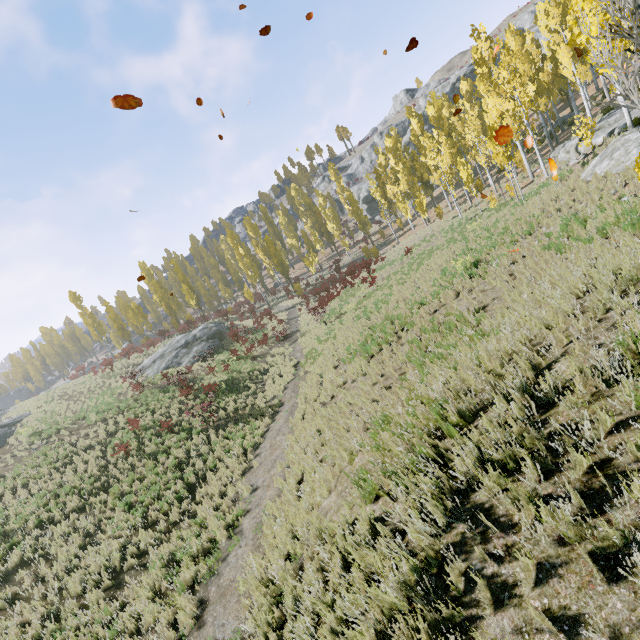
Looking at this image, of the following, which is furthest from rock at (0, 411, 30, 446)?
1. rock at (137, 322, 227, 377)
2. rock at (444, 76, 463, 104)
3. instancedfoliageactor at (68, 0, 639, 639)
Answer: rock at (444, 76, 463, 104)

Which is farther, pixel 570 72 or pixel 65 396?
pixel 65 396

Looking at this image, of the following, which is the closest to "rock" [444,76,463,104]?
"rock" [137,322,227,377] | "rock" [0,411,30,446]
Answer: "rock" [137,322,227,377]

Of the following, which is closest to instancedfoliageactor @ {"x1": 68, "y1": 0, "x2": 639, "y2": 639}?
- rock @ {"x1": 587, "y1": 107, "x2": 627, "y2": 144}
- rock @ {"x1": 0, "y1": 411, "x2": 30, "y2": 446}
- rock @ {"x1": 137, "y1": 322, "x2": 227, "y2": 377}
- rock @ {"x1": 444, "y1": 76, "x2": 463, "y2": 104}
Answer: rock @ {"x1": 587, "y1": 107, "x2": 627, "y2": 144}

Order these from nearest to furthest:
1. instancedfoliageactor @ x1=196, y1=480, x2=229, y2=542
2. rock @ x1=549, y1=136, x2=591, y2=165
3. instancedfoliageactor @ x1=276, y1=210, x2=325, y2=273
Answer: instancedfoliageactor @ x1=196, y1=480, x2=229, y2=542, rock @ x1=549, y1=136, x2=591, y2=165, instancedfoliageactor @ x1=276, y1=210, x2=325, y2=273

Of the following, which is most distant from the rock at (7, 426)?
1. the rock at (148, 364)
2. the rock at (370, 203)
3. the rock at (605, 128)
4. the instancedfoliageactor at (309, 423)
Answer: the rock at (605, 128)

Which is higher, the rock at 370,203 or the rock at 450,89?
the rock at 450,89

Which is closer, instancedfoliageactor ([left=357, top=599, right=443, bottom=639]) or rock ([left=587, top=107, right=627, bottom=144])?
instancedfoliageactor ([left=357, top=599, right=443, bottom=639])
